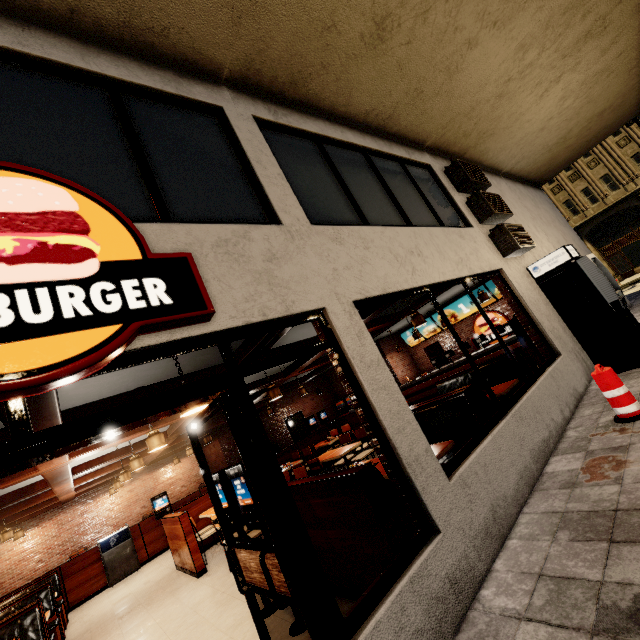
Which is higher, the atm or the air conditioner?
the air conditioner

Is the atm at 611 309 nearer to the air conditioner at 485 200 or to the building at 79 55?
the building at 79 55

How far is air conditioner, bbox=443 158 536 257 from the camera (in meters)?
6.75

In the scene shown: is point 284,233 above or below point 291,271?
above

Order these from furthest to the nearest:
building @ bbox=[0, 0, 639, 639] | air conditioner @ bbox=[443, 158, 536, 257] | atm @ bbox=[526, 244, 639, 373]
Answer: air conditioner @ bbox=[443, 158, 536, 257]
atm @ bbox=[526, 244, 639, 373]
building @ bbox=[0, 0, 639, 639]

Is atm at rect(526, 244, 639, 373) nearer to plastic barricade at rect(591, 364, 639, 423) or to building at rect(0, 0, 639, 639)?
building at rect(0, 0, 639, 639)

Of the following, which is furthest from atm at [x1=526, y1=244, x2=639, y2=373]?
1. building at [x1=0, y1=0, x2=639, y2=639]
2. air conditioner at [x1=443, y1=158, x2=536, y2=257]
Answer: air conditioner at [x1=443, y1=158, x2=536, y2=257]

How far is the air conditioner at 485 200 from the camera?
6.8m
